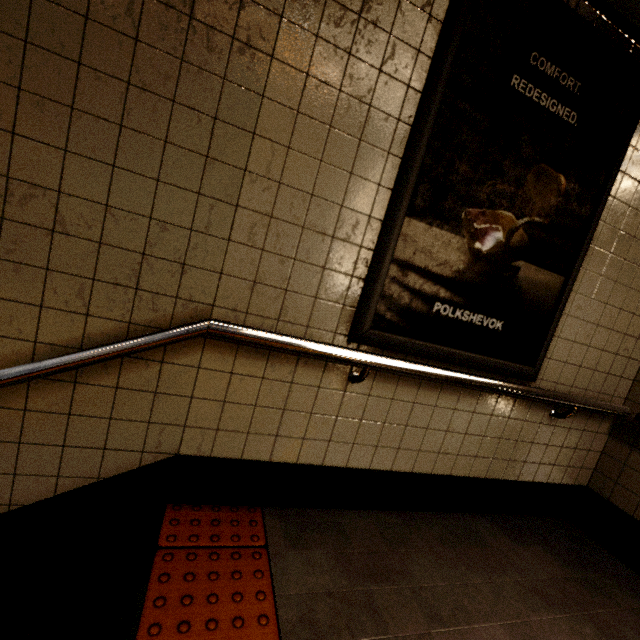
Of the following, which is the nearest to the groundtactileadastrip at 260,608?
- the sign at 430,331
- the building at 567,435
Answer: the building at 567,435

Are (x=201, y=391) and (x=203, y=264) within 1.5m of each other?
yes

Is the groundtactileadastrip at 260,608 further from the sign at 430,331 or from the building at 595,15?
the sign at 430,331

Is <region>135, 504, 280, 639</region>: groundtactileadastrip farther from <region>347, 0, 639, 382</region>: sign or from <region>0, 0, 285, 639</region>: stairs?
<region>347, 0, 639, 382</region>: sign

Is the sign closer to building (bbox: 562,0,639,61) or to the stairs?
building (bbox: 562,0,639,61)

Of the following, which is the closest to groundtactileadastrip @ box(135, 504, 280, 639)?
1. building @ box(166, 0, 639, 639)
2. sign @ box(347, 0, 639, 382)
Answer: building @ box(166, 0, 639, 639)

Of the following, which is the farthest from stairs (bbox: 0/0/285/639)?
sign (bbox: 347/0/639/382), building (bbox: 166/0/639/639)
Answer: sign (bbox: 347/0/639/382)
